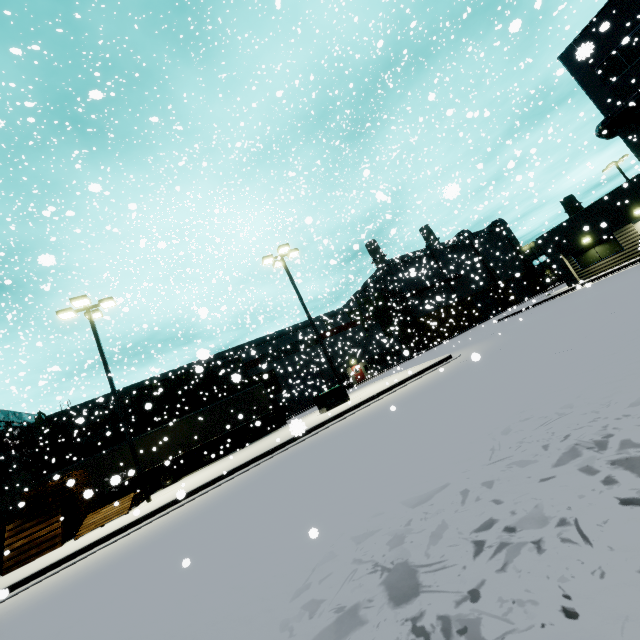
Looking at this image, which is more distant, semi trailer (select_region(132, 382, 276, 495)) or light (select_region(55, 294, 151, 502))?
semi trailer (select_region(132, 382, 276, 495))

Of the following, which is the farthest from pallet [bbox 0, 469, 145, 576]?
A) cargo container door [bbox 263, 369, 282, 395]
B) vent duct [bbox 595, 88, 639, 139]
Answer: cargo container door [bbox 263, 369, 282, 395]

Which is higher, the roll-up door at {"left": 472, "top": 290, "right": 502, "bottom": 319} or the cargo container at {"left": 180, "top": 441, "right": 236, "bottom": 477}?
the roll-up door at {"left": 472, "top": 290, "right": 502, "bottom": 319}

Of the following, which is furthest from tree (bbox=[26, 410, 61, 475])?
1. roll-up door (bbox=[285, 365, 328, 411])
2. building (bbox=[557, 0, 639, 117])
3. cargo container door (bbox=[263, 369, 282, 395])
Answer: roll-up door (bbox=[285, 365, 328, 411])

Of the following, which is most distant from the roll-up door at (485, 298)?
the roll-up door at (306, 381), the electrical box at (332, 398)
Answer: the electrical box at (332, 398)

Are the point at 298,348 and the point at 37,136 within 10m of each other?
no

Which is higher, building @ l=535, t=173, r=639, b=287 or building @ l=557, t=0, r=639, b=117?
building @ l=557, t=0, r=639, b=117

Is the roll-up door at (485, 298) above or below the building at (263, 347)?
below
